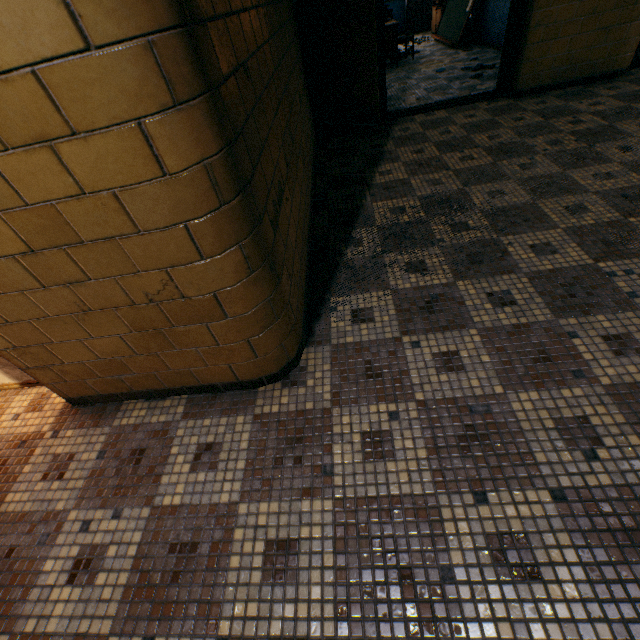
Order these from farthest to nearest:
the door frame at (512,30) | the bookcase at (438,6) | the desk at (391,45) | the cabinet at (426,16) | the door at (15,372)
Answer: the cabinet at (426,16), the bookcase at (438,6), the desk at (391,45), the door frame at (512,30), the door at (15,372)

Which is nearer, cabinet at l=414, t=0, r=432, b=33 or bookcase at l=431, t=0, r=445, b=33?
bookcase at l=431, t=0, r=445, b=33

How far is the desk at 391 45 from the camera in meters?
6.3 m

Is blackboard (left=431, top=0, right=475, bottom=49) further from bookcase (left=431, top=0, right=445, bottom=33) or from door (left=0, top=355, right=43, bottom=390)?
door (left=0, top=355, right=43, bottom=390)

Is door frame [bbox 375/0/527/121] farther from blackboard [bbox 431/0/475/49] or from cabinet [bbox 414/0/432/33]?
cabinet [bbox 414/0/432/33]

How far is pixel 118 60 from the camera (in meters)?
0.76

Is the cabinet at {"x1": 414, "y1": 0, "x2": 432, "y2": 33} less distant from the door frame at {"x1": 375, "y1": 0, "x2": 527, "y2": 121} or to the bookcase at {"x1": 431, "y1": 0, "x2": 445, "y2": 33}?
the bookcase at {"x1": 431, "y1": 0, "x2": 445, "y2": 33}

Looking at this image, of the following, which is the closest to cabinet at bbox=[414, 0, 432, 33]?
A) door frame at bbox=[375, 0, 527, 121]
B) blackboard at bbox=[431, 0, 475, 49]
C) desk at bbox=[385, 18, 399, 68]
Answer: blackboard at bbox=[431, 0, 475, 49]
